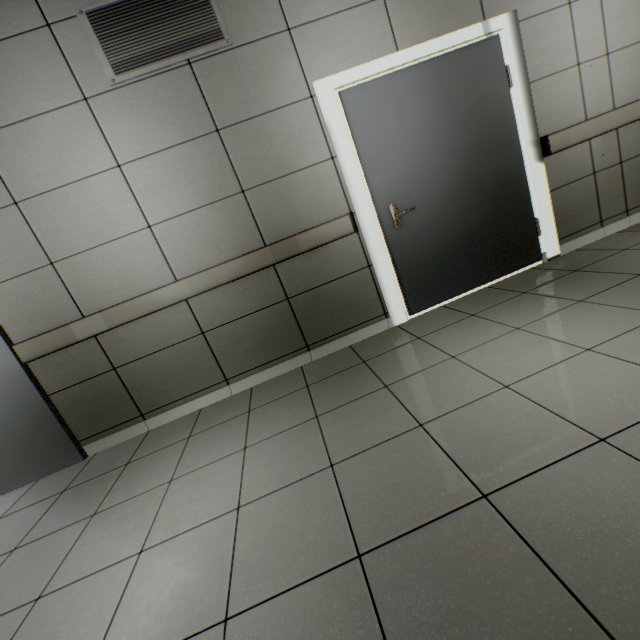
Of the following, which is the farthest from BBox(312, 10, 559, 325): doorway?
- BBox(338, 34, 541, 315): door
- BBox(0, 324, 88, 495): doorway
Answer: BBox(0, 324, 88, 495): doorway

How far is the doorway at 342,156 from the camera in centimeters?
263cm

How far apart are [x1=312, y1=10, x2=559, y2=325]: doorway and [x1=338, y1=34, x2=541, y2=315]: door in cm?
2

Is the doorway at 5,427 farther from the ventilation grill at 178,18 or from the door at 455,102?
the door at 455,102

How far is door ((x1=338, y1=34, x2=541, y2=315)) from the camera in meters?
2.7 m

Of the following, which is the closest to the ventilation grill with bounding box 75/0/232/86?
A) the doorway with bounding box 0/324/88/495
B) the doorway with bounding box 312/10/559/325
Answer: the doorway with bounding box 312/10/559/325

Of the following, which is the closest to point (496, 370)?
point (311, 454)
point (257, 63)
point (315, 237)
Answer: point (311, 454)

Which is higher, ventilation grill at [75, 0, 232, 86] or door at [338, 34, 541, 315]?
ventilation grill at [75, 0, 232, 86]
